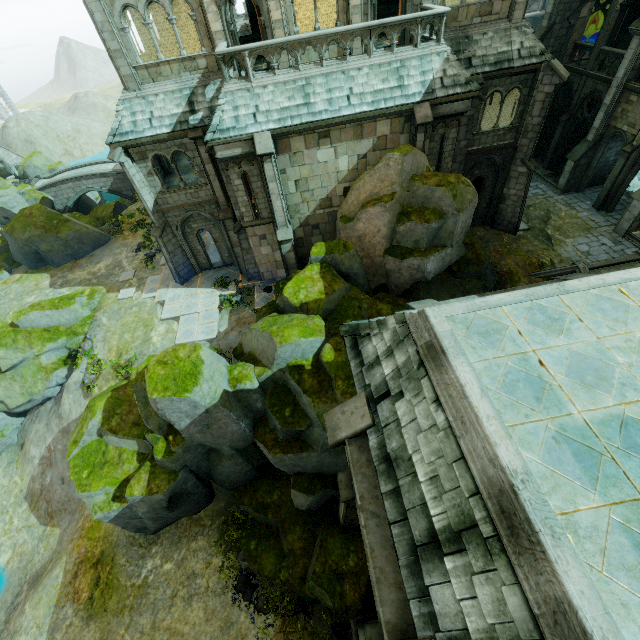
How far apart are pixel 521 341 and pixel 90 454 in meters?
15.7

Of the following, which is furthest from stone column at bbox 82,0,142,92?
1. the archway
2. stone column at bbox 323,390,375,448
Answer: the archway

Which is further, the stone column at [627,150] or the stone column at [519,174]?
the stone column at [627,150]

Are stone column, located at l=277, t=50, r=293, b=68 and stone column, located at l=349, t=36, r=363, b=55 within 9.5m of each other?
yes

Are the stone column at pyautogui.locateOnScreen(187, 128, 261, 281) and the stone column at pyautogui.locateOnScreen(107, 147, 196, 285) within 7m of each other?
yes

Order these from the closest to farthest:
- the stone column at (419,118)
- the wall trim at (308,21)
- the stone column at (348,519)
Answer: the stone column at (348,519), the stone column at (419,118), the wall trim at (308,21)

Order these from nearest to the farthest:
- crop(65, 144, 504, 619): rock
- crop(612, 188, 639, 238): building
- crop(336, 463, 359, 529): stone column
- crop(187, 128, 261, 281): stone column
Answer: crop(336, 463, 359, 529): stone column
crop(65, 144, 504, 619): rock
crop(187, 128, 261, 281): stone column
crop(612, 188, 639, 238): building

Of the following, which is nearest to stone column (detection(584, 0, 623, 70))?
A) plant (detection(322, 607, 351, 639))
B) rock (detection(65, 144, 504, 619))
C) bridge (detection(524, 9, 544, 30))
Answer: rock (detection(65, 144, 504, 619))
